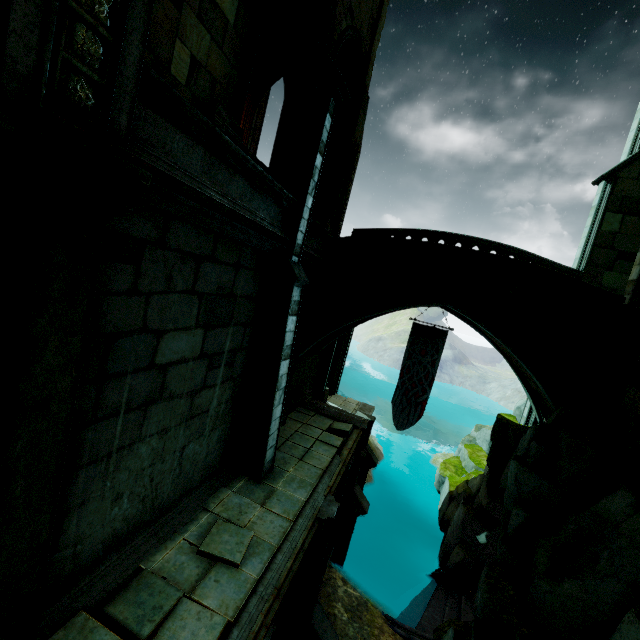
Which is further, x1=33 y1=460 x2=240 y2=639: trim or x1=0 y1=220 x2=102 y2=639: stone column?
x1=33 y1=460 x2=240 y2=639: trim

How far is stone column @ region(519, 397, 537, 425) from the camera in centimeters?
1290cm

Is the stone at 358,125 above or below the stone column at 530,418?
above

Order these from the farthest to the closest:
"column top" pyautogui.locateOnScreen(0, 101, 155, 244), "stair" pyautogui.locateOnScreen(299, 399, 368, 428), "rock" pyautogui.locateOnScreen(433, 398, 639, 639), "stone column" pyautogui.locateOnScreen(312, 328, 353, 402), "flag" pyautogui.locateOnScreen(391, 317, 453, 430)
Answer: "stone column" pyautogui.locateOnScreen(312, 328, 353, 402) → "flag" pyautogui.locateOnScreen(391, 317, 453, 430) → "stair" pyautogui.locateOnScreen(299, 399, 368, 428) → "rock" pyautogui.locateOnScreen(433, 398, 639, 639) → "column top" pyautogui.locateOnScreen(0, 101, 155, 244)

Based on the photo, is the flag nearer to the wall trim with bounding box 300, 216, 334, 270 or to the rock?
the rock

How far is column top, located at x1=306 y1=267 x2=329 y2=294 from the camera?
10.2m

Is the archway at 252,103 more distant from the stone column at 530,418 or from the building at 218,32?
the stone column at 530,418

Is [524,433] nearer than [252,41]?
No
